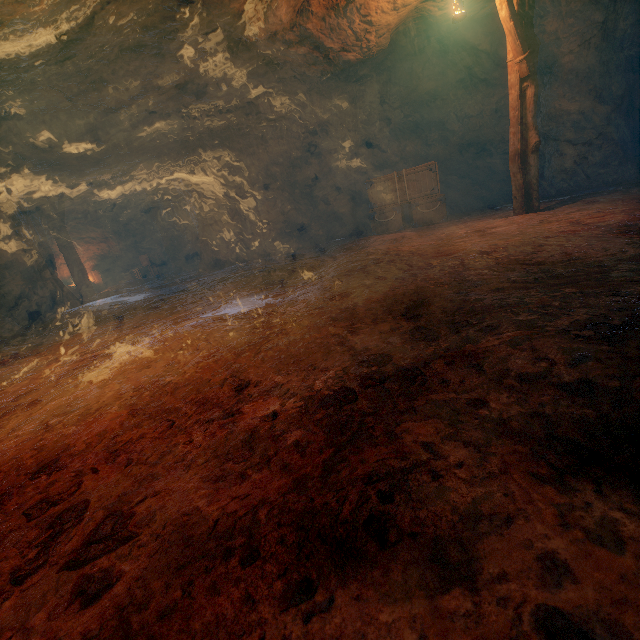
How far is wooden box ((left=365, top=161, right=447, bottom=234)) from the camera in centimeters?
934cm

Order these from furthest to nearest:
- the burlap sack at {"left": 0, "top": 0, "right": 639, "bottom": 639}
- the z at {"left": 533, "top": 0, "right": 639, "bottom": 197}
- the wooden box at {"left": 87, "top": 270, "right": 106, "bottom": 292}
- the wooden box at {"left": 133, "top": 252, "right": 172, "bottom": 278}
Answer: the wooden box at {"left": 133, "top": 252, "right": 172, "bottom": 278} → the wooden box at {"left": 87, "top": 270, "right": 106, "bottom": 292} → the z at {"left": 533, "top": 0, "right": 639, "bottom": 197} → the burlap sack at {"left": 0, "top": 0, "right": 639, "bottom": 639}

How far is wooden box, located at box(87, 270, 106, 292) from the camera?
17.03m

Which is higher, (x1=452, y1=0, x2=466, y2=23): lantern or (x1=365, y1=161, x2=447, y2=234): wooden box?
(x1=452, y1=0, x2=466, y2=23): lantern

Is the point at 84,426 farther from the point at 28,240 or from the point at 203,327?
the point at 28,240

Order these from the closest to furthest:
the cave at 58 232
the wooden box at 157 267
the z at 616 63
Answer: the z at 616 63 → the cave at 58 232 → the wooden box at 157 267

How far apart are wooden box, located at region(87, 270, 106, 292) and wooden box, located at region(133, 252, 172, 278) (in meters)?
1.57

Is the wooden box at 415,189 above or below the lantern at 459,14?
below
